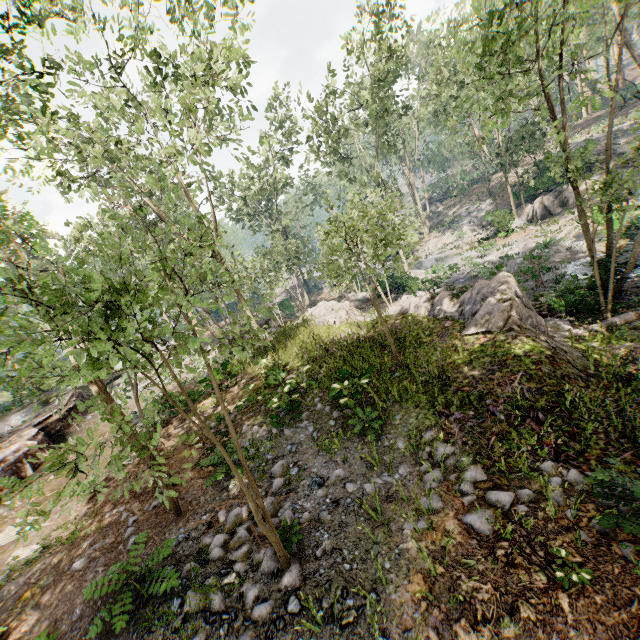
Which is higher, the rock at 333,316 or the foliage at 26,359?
the foliage at 26,359

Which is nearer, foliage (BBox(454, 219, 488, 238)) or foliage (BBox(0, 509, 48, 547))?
foliage (BBox(0, 509, 48, 547))

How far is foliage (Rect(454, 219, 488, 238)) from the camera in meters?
39.0

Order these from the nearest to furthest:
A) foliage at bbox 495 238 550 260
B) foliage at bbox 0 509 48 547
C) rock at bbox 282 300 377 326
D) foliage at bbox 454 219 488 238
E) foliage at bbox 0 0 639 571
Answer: foliage at bbox 0 509 48 547 → foliage at bbox 0 0 639 571 → rock at bbox 282 300 377 326 → foliage at bbox 495 238 550 260 → foliage at bbox 454 219 488 238

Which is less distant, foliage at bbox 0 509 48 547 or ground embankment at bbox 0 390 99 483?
foliage at bbox 0 509 48 547

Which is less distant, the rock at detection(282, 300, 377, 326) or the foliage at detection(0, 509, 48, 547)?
the foliage at detection(0, 509, 48, 547)

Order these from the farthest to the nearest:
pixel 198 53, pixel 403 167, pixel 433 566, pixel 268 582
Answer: pixel 403 167
pixel 198 53
pixel 268 582
pixel 433 566

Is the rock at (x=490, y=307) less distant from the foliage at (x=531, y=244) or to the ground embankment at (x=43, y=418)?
the foliage at (x=531, y=244)
